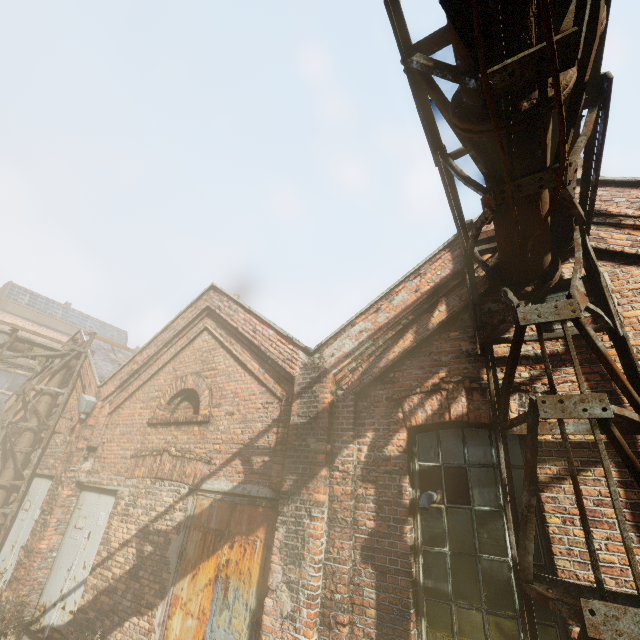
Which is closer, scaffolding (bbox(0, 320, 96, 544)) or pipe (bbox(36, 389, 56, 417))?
scaffolding (bbox(0, 320, 96, 544))

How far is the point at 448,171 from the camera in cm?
348

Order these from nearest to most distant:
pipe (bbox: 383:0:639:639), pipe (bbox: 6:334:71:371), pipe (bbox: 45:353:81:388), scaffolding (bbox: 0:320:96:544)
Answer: pipe (bbox: 383:0:639:639) → scaffolding (bbox: 0:320:96:544) → pipe (bbox: 6:334:71:371) → pipe (bbox: 45:353:81:388)

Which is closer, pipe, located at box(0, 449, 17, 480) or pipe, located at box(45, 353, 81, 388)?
pipe, located at box(0, 449, 17, 480)

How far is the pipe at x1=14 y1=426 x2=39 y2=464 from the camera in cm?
879

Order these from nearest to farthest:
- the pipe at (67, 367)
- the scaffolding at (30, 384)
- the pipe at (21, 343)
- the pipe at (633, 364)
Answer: the pipe at (633, 364) → the scaffolding at (30, 384) → the pipe at (21, 343) → the pipe at (67, 367)

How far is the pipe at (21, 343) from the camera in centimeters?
908cm
